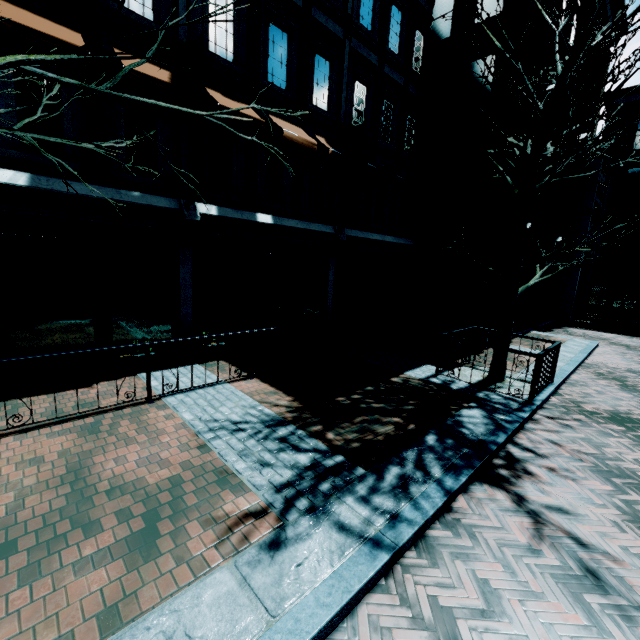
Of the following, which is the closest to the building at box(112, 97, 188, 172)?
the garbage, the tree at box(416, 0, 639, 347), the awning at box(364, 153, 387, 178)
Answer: the awning at box(364, 153, 387, 178)

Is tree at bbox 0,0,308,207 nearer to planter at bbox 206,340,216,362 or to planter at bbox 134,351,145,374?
planter at bbox 134,351,145,374

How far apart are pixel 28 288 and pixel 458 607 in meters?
7.9

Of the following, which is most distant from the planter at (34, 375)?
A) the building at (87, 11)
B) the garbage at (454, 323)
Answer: the garbage at (454, 323)

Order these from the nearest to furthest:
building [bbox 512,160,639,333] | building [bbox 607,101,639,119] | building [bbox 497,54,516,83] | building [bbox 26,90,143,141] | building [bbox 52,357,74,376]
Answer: building [bbox 26,90,143,141] → building [bbox 52,357,74,376] → building [bbox 497,54,516,83] → building [bbox 512,160,639,333] → building [bbox 607,101,639,119]

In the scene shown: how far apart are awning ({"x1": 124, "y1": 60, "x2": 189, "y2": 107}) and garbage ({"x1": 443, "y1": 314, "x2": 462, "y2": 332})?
10.1m

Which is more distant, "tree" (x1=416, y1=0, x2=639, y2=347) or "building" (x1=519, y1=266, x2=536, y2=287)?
"building" (x1=519, y1=266, x2=536, y2=287)

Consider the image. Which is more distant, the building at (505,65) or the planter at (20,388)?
the building at (505,65)
